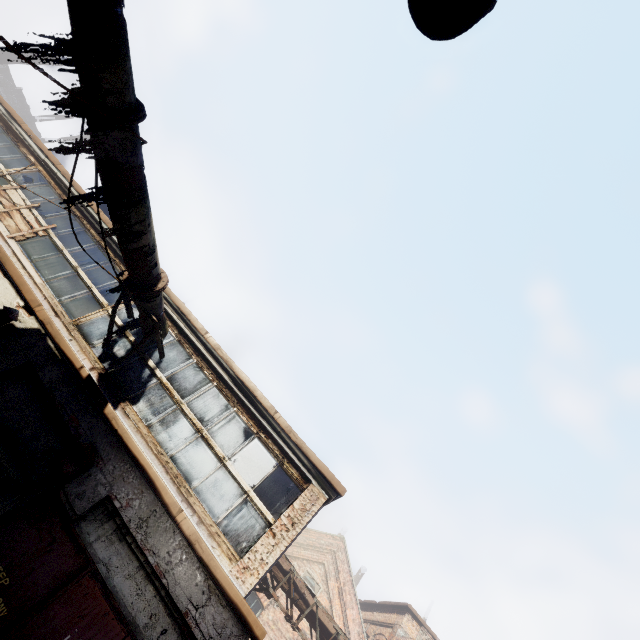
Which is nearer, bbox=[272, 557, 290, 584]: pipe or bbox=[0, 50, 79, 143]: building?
bbox=[272, 557, 290, 584]: pipe

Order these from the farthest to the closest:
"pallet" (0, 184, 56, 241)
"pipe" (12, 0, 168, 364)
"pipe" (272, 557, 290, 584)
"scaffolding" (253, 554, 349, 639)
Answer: "pipe" (272, 557, 290, 584) → "scaffolding" (253, 554, 349, 639) → "pallet" (0, 184, 56, 241) → "pipe" (12, 0, 168, 364)

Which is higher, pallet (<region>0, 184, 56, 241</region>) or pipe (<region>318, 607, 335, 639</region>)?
pipe (<region>318, 607, 335, 639</region>)

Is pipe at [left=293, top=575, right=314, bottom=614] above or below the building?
below

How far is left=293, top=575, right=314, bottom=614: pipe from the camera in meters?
10.4 m

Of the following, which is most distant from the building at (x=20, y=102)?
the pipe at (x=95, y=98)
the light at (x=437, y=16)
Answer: the light at (x=437, y=16)

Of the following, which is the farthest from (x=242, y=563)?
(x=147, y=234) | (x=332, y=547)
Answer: (x=332, y=547)

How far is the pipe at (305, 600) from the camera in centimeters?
1045cm
